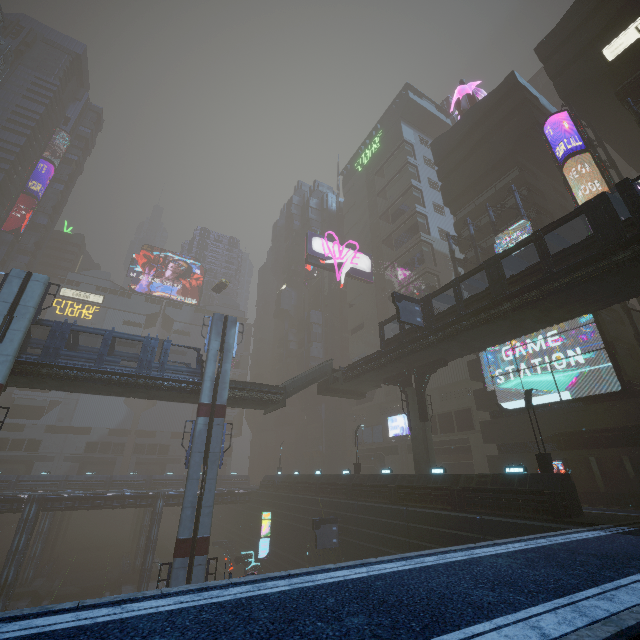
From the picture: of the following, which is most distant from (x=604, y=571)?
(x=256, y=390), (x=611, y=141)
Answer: (x=611, y=141)

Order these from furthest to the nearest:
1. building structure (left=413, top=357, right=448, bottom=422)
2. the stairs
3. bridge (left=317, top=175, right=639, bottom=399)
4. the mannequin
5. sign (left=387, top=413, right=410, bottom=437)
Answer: sign (left=387, top=413, right=410, bottom=437) → the mannequin → the stairs → building structure (left=413, top=357, right=448, bottom=422) → bridge (left=317, top=175, right=639, bottom=399)

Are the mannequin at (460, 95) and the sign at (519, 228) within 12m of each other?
no

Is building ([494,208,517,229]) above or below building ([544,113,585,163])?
below

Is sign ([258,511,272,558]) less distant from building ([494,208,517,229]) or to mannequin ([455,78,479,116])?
building ([494,208,517,229])

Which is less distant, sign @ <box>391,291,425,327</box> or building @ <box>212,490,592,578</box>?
building @ <box>212,490,592,578</box>

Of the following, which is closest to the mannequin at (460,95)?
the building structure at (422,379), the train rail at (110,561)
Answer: the building structure at (422,379)

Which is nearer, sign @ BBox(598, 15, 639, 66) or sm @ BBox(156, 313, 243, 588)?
sm @ BBox(156, 313, 243, 588)
